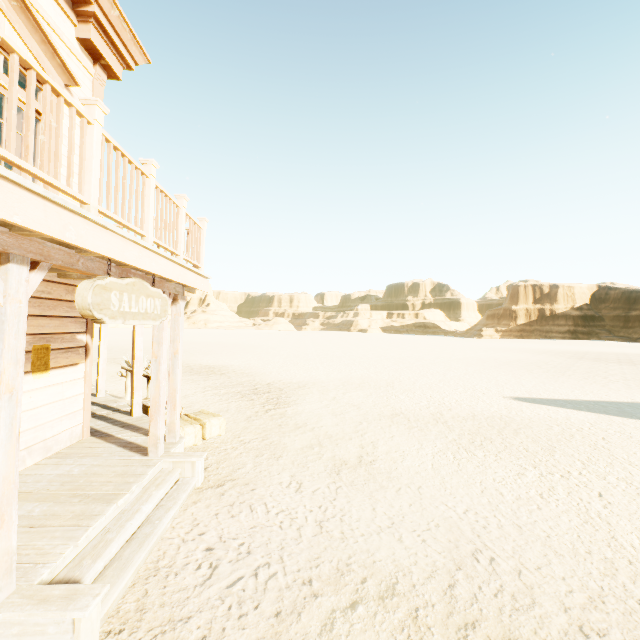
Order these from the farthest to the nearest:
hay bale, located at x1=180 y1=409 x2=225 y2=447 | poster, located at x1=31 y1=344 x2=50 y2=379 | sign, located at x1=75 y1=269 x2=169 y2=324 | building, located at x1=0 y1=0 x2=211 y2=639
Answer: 1. hay bale, located at x1=180 y1=409 x2=225 y2=447
2. poster, located at x1=31 y1=344 x2=50 y2=379
3. sign, located at x1=75 y1=269 x2=169 y2=324
4. building, located at x1=0 y1=0 x2=211 y2=639

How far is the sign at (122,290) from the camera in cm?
296

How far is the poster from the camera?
4.63m

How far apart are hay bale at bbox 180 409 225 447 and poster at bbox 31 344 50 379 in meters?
2.4 m

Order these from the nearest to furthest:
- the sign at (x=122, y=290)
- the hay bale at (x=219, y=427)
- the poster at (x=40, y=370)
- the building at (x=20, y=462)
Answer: the building at (x=20, y=462)
the sign at (x=122, y=290)
the poster at (x=40, y=370)
the hay bale at (x=219, y=427)

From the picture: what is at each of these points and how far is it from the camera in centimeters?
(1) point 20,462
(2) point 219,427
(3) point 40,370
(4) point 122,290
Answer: (1) building, 446cm
(2) hay bale, 723cm
(3) poster, 476cm
(4) sign, 347cm

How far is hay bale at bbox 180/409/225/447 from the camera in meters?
6.5

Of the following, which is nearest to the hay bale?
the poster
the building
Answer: the building
